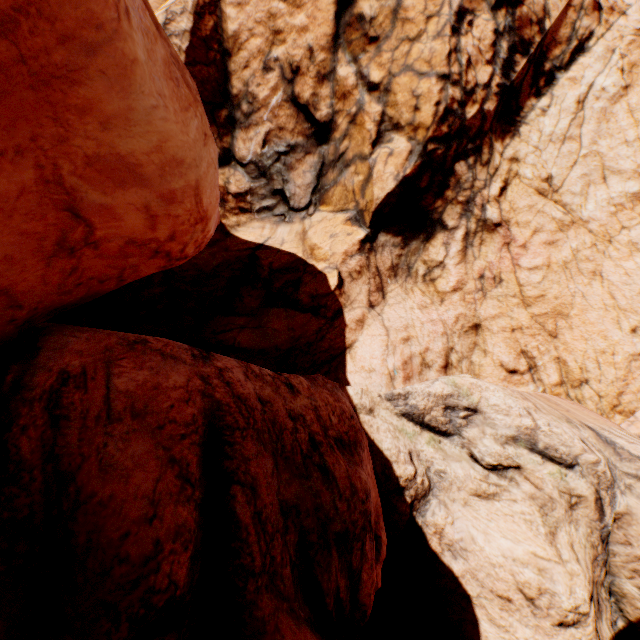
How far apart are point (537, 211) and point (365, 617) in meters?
15.1 m
